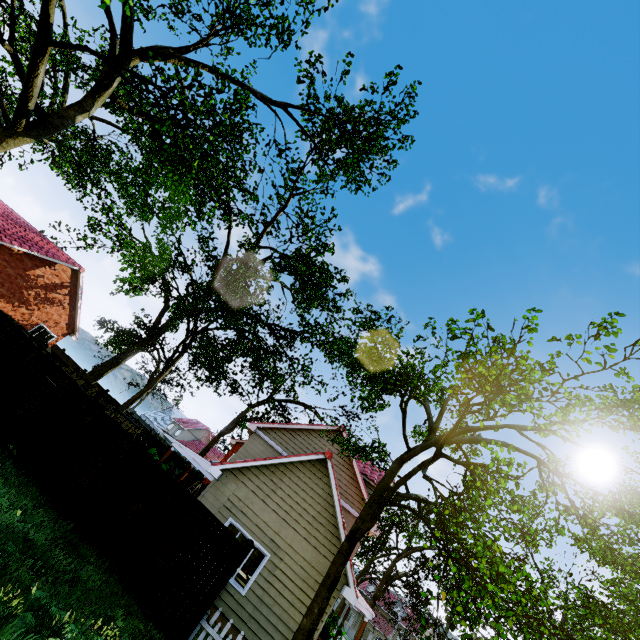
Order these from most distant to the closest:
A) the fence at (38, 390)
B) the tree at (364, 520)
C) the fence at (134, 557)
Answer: the fence at (38, 390)
the fence at (134, 557)
the tree at (364, 520)

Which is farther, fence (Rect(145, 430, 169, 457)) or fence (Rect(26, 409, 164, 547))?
fence (Rect(145, 430, 169, 457))

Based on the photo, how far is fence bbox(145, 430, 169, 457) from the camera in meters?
27.2

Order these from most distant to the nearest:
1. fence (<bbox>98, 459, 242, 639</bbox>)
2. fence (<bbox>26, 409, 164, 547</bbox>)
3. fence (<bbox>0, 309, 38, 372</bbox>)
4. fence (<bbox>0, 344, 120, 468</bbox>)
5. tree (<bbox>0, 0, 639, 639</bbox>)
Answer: fence (<bbox>0, 309, 38, 372</bbox>) < fence (<bbox>0, 344, 120, 468</bbox>) < fence (<bbox>26, 409, 164, 547</bbox>) < fence (<bbox>98, 459, 242, 639</bbox>) < tree (<bbox>0, 0, 639, 639</bbox>)

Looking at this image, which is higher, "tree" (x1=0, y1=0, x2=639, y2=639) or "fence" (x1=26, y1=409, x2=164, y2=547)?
"tree" (x1=0, y1=0, x2=639, y2=639)

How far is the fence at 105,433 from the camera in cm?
846

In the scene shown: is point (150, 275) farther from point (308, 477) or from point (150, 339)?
point (308, 477)
